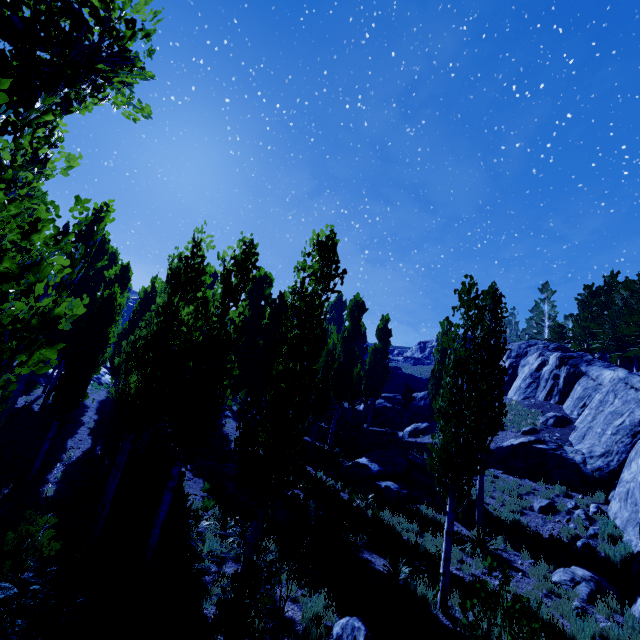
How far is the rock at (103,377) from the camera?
31.58m

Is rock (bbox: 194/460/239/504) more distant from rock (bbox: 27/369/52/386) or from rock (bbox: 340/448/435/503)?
rock (bbox: 27/369/52/386)

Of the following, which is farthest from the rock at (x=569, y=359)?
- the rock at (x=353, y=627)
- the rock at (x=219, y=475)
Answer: the rock at (x=219, y=475)

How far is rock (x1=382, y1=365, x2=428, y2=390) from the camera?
50.5 meters

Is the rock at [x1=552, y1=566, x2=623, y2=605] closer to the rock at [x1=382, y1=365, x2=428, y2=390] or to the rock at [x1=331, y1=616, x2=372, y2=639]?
the rock at [x1=331, y1=616, x2=372, y2=639]

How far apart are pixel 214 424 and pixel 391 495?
10.68m

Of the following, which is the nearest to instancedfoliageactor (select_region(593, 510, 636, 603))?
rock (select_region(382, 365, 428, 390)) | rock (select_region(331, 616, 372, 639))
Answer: rock (select_region(331, 616, 372, 639))

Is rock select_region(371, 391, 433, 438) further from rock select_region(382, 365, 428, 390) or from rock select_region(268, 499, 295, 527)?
rock select_region(382, 365, 428, 390)
